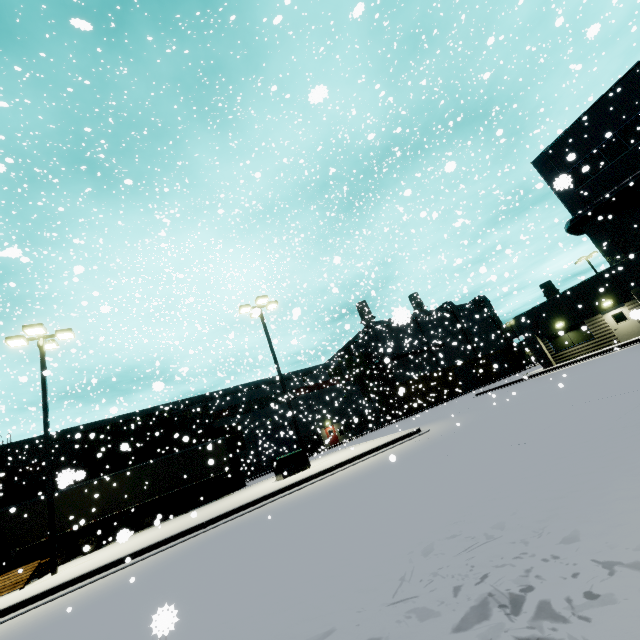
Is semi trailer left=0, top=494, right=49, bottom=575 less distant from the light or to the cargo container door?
the light

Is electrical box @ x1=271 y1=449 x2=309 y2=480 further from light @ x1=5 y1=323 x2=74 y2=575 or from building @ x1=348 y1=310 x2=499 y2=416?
building @ x1=348 y1=310 x2=499 y2=416

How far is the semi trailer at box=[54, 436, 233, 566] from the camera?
16.2 meters

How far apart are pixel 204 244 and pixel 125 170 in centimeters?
1032cm

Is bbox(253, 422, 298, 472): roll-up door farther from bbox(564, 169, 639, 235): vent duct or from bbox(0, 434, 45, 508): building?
bbox(564, 169, 639, 235): vent duct

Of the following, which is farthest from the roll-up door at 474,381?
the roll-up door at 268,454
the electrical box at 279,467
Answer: the electrical box at 279,467

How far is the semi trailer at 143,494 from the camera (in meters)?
16.17

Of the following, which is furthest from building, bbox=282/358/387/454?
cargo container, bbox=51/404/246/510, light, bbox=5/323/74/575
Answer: cargo container, bbox=51/404/246/510
